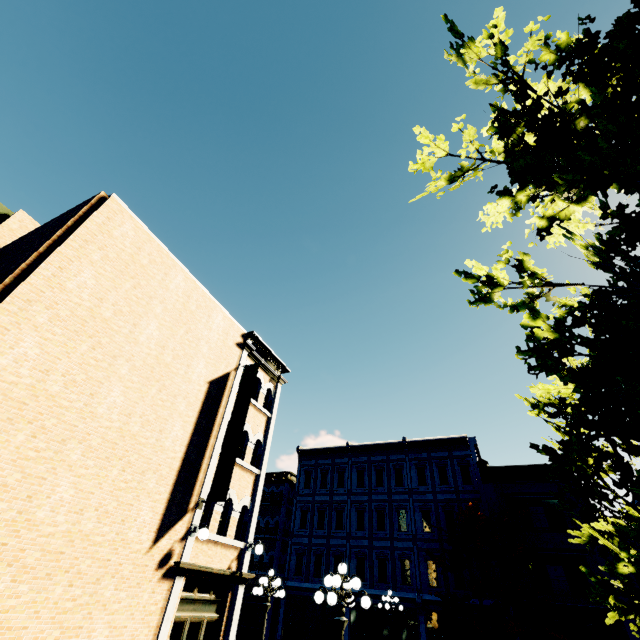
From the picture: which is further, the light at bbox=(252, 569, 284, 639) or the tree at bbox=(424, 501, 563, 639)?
the tree at bbox=(424, 501, 563, 639)

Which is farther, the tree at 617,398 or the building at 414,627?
the building at 414,627

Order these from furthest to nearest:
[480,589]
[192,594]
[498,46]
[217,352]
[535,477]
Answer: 1. [535,477]
2. [480,589]
3. [217,352]
4. [192,594]
5. [498,46]

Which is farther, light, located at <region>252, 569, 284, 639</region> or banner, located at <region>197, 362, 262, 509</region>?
light, located at <region>252, 569, 284, 639</region>

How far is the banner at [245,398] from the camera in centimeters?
1020cm

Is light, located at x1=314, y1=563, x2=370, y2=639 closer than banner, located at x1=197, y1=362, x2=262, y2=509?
Yes

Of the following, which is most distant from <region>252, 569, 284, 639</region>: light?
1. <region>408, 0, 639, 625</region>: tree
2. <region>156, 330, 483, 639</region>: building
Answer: <region>156, 330, 483, 639</region>: building

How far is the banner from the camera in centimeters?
1020cm
